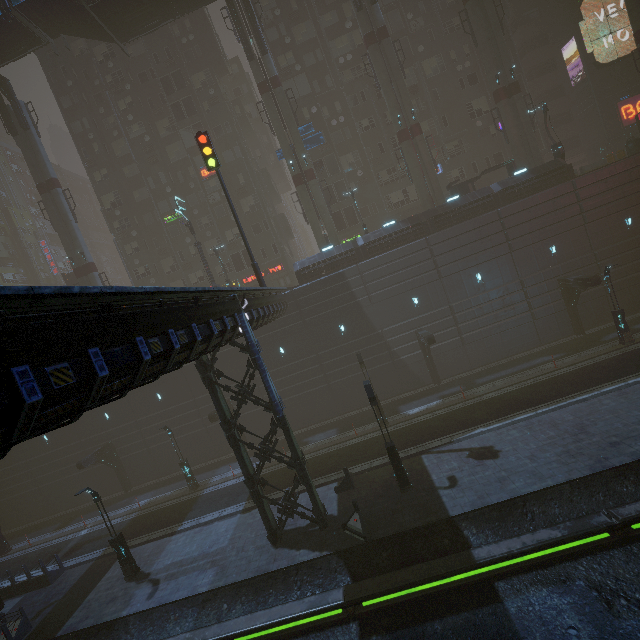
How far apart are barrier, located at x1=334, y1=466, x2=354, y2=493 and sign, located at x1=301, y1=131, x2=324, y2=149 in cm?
2820

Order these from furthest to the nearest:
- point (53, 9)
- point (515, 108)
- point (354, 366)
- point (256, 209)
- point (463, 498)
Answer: point (256, 209), point (515, 108), point (354, 366), point (53, 9), point (463, 498)

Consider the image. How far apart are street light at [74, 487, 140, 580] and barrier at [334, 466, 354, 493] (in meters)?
11.49

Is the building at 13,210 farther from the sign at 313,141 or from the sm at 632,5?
the sm at 632,5

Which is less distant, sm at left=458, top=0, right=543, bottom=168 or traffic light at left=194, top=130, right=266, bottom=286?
traffic light at left=194, top=130, right=266, bottom=286

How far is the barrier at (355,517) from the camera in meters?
14.0

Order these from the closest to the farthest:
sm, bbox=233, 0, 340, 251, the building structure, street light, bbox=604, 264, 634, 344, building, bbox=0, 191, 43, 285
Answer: street light, bbox=604, 264, 634, 344 → sm, bbox=233, 0, 340, 251 → the building structure → building, bbox=0, 191, 43, 285

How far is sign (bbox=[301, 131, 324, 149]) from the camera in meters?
31.5 m
